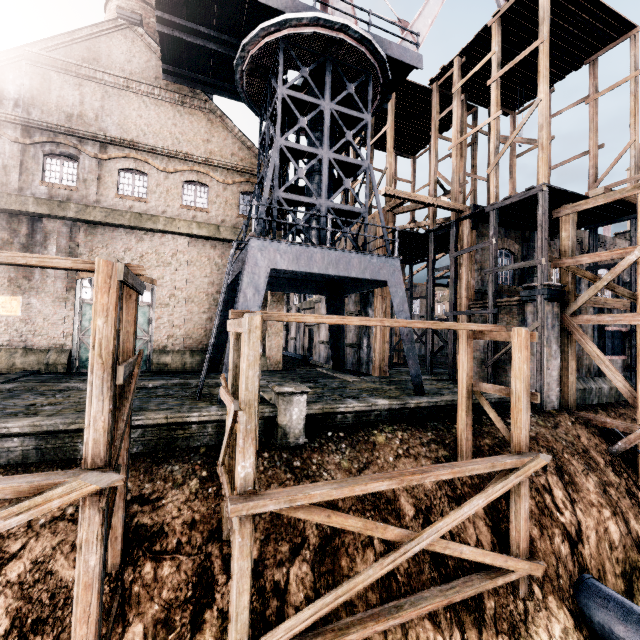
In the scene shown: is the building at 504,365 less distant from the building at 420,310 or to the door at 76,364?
the building at 420,310

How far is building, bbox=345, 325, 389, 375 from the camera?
21.7m

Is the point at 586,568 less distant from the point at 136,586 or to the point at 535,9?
the point at 136,586

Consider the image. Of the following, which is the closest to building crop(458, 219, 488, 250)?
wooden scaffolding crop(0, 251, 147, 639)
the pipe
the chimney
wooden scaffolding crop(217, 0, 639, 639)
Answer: wooden scaffolding crop(217, 0, 639, 639)

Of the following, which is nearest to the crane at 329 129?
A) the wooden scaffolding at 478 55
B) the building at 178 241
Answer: the building at 178 241

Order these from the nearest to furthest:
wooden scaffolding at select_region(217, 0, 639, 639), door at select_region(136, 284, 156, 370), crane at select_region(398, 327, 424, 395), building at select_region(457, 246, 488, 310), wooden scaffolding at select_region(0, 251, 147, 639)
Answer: wooden scaffolding at select_region(0, 251, 147, 639) → wooden scaffolding at select_region(217, 0, 639, 639) → crane at select_region(398, 327, 424, 395) → door at select_region(136, 284, 156, 370) → building at select_region(457, 246, 488, 310)

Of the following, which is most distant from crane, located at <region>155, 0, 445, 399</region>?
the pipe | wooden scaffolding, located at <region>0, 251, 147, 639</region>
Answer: the pipe

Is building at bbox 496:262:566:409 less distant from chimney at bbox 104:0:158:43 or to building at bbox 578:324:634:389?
building at bbox 578:324:634:389
